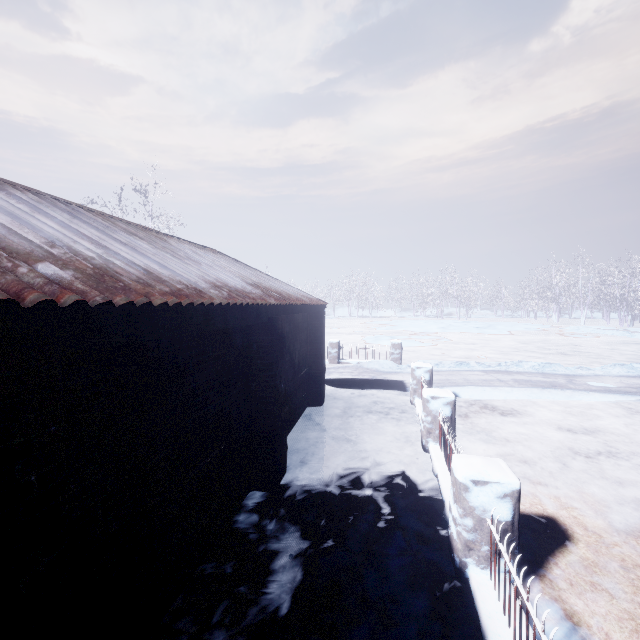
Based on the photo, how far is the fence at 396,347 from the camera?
12.2 meters

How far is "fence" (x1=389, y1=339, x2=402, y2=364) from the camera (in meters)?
12.17

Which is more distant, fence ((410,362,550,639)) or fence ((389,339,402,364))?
fence ((389,339,402,364))

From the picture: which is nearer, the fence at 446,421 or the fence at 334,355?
the fence at 446,421

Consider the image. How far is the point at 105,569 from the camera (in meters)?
1.83
